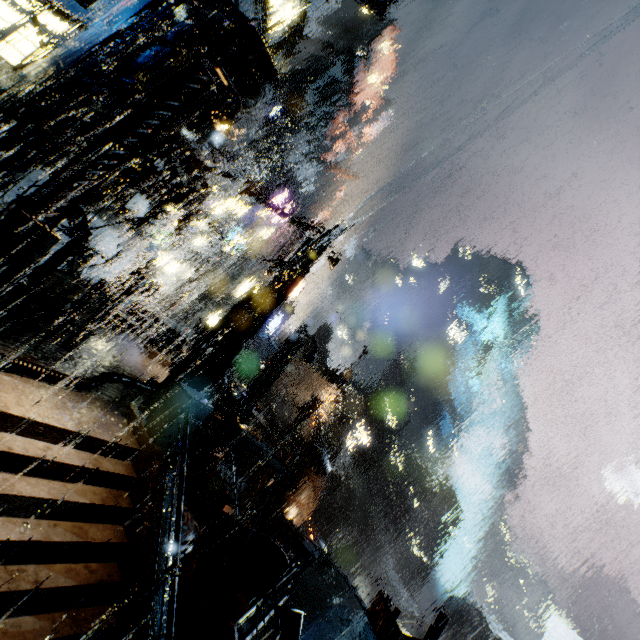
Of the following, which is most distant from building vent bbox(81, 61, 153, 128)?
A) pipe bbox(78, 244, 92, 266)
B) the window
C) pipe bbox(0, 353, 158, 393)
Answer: the window

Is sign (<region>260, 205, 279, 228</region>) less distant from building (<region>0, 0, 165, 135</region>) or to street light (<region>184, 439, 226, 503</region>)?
building (<region>0, 0, 165, 135</region>)

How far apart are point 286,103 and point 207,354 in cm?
6121

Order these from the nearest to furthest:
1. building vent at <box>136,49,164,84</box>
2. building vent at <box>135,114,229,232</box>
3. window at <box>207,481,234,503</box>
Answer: building vent at <box>135,114,229,232</box> < building vent at <box>136,49,164,84</box> < window at <box>207,481,234,503</box>

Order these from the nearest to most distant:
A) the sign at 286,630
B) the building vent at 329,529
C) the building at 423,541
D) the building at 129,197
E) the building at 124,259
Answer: the sign at 286,630 → the building at 423,541 → the building at 129,197 → the building at 124,259 → the building vent at 329,529

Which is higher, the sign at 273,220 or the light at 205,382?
the sign at 273,220

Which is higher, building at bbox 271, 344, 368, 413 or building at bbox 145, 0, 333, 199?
building at bbox 145, 0, 333, 199

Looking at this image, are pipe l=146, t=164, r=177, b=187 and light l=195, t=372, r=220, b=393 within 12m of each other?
yes
